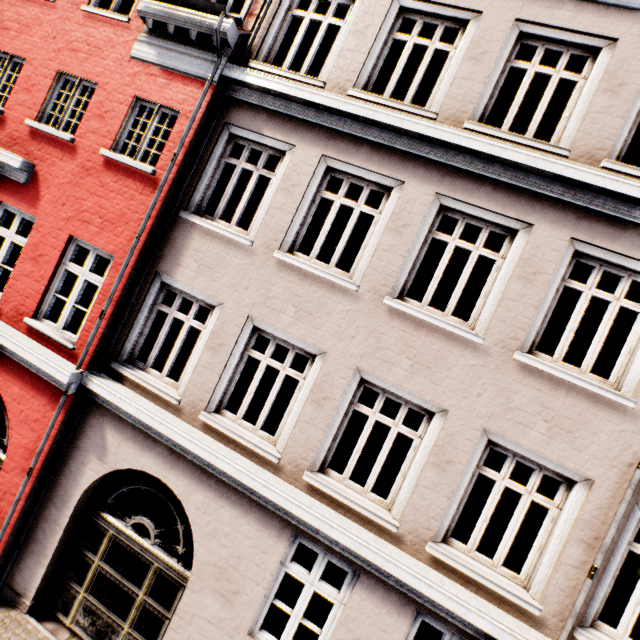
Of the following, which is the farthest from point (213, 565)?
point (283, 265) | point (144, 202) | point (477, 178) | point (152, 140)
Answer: point (152, 140)
